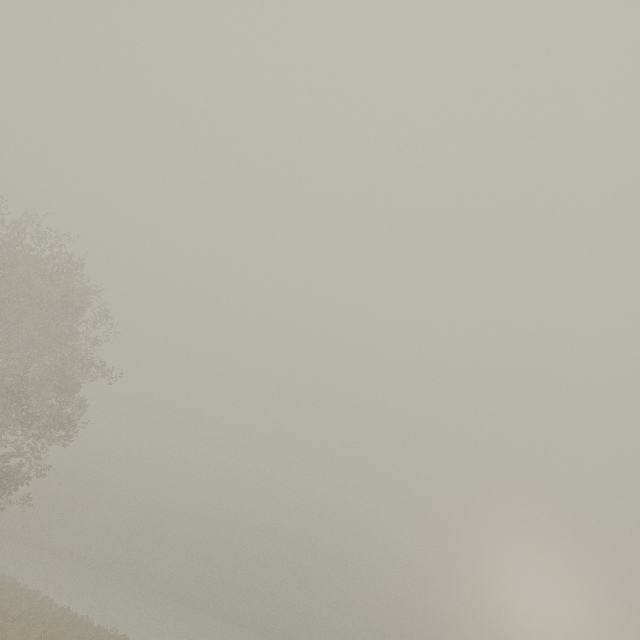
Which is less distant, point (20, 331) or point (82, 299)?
point (20, 331)
